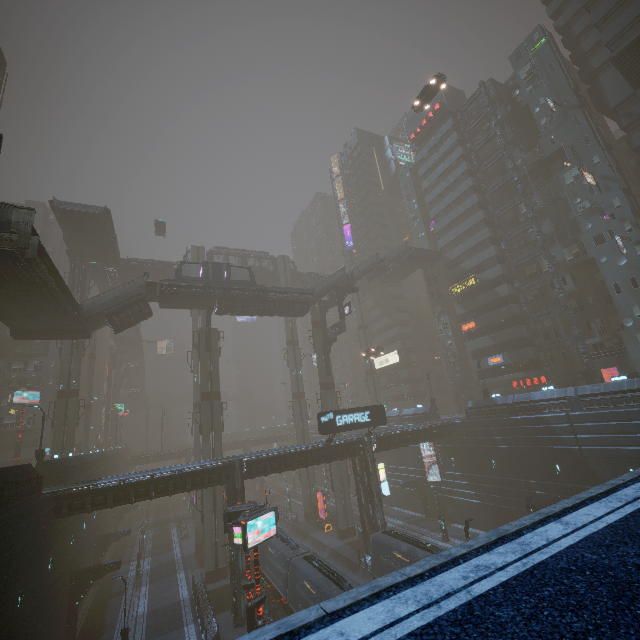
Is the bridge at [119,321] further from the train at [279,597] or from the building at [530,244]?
the train at [279,597]

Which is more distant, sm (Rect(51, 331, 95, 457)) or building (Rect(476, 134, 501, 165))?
building (Rect(476, 134, 501, 165))

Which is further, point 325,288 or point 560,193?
point 325,288

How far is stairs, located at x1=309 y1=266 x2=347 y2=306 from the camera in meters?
42.4 m

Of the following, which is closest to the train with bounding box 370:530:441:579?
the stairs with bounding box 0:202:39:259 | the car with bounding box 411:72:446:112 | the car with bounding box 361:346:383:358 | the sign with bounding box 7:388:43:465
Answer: the car with bounding box 361:346:383:358

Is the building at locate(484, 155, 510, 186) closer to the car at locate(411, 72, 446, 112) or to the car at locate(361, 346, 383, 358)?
the car at locate(411, 72, 446, 112)

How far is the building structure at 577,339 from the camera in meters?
37.6 m

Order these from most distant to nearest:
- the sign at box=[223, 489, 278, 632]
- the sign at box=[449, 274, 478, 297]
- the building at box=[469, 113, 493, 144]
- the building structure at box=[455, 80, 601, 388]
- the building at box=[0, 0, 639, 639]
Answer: the building at box=[469, 113, 493, 144], the sign at box=[449, 274, 478, 297], the building structure at box=[455, 80, 601, 388], the building at box=[0, 0, 639, 639], the sign at box=[223, 489, 278, 632]
